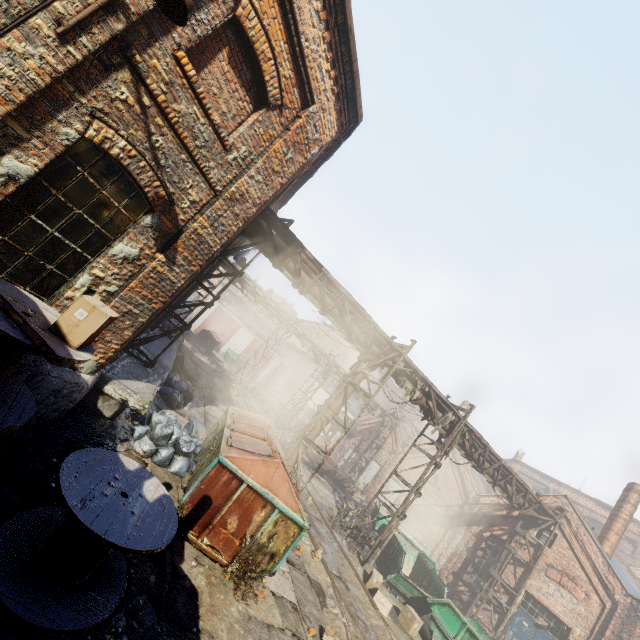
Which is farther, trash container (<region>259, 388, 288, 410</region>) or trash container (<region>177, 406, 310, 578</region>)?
trash container (<region>259, 388, 288, 410</region>)

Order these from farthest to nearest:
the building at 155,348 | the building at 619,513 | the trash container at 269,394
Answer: the trash container at 269,394 → the building at 619,513 → the building at 155,348

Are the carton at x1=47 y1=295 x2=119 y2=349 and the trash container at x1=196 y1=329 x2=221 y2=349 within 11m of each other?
no

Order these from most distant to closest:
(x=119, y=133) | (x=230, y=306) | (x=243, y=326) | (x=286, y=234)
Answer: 1. (x=243, y=326)
2. (x=230, y=306)
3. (x=286, y=234)
4. (x=119, y=133)

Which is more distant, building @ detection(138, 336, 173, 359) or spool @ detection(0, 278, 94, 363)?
building @ detection(138, 336, 173, 359)

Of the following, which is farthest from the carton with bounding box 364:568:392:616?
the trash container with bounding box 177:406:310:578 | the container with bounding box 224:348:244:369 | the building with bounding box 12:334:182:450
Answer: the container with bounding box 224:348:244:369

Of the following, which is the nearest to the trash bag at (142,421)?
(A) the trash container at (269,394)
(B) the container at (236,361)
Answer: (A) the trash container at (269,394)

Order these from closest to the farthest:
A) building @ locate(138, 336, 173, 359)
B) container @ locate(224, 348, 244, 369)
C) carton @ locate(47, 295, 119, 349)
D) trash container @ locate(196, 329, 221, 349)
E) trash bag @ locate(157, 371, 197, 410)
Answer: carton @ locate(47, 295, 119, 349) → building @ locate(138, 336, 173, 359) → trash bag @ locate(157, 371, 197, 410) → trash container @ locate(196, 329, 221, 349) → container @ locate(224, 348, 244, 369)
